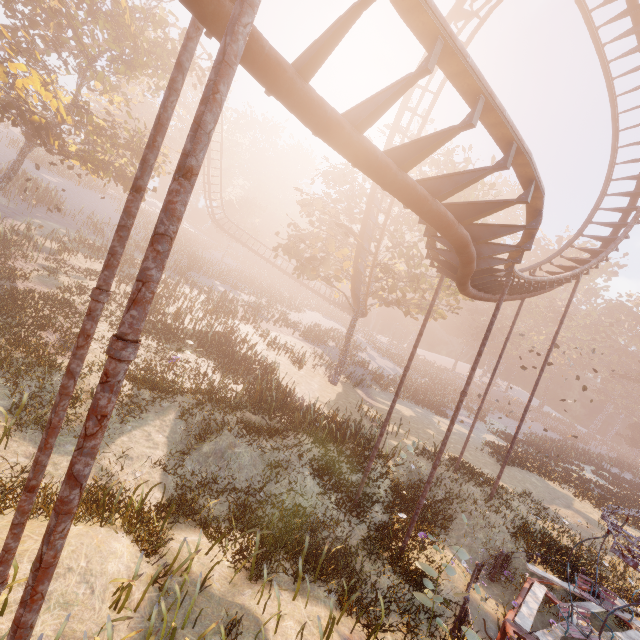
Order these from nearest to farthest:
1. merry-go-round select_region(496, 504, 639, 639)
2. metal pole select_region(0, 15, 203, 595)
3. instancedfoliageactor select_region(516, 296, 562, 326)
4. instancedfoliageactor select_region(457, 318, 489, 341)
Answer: metal pole select_region(0, 15, 203, 595), merry-go-round select_region(496, 504, 639, 639), instancedfoliageactor select_region(516, 296, 562, 326), instancedfoliageactor select_region(457, 318, 489, 341)

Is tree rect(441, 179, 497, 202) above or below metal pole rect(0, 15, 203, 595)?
above

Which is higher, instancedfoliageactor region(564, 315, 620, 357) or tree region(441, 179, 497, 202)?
instancedfoliageactor region(564, 315, 620, 357)

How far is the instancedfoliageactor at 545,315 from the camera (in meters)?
55.26

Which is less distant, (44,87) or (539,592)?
(539,592)

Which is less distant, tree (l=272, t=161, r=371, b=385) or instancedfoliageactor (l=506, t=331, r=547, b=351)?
tree (l=272, t=161, r=371, b=385)

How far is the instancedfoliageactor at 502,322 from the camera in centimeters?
5428cm

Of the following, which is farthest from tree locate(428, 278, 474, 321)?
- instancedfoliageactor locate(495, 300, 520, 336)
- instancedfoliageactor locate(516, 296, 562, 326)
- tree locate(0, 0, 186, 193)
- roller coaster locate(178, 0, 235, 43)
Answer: instancedfoliageactor locate(516, 296, 562, 326)
